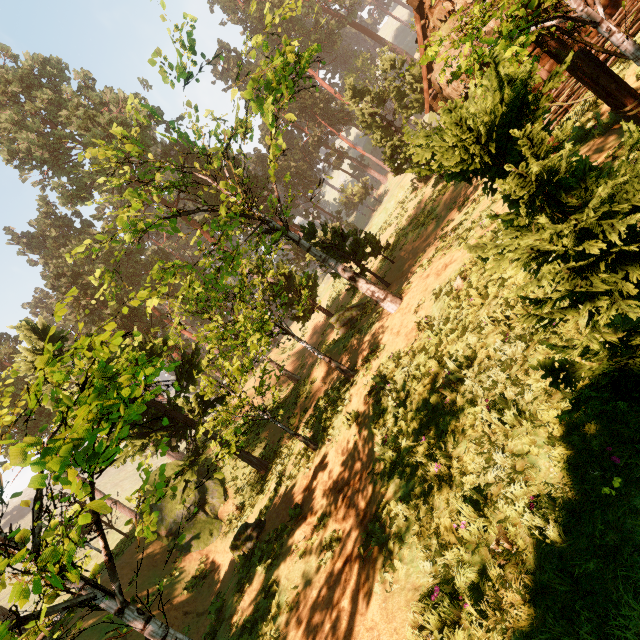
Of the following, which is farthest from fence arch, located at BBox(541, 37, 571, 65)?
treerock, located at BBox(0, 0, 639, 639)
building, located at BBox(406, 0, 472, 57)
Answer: treerock, located at BBox(0, 0, 639, 639)

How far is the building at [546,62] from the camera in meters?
12.2 m

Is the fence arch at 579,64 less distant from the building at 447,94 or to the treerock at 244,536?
the building at 447,94

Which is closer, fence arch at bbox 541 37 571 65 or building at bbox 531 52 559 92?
fence arch at bbox 541 37 571 65

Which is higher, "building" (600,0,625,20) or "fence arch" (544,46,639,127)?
"fence arch" (544,46,639,127)

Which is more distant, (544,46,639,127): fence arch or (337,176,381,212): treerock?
(337,176,381,212): treerock

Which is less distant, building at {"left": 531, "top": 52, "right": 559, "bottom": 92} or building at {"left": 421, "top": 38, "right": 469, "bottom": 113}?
building at {"left": 531, "top": 52, "right": 559, "bottom": 92}

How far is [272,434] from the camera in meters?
20.4
